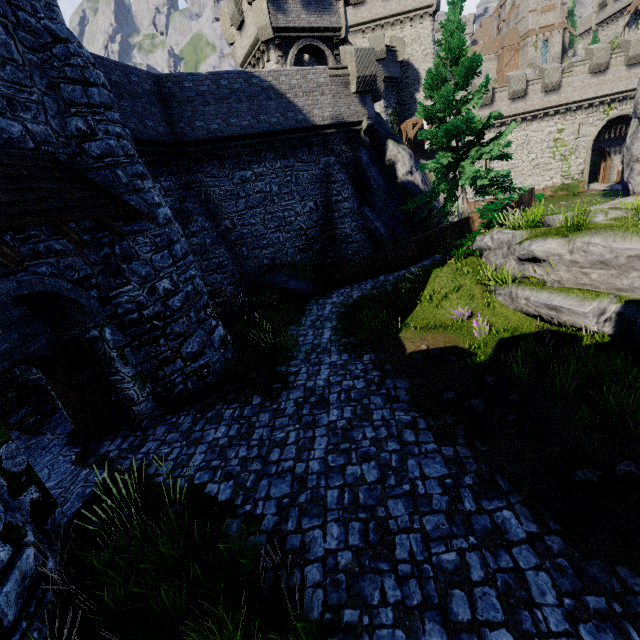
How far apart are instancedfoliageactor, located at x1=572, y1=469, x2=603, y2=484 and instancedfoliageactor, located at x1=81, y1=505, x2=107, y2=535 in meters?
7.2 m

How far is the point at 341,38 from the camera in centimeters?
2036cm

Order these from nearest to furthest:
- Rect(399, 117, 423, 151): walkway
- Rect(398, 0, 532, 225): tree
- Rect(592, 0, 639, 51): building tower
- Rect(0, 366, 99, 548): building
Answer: Rect(0, 366, 99, 548): building → Rect(398, 0, 532, 225): tree → Rect(399, 117, 423, 151): walkway → Rect(592, 0, 639, 51): building tower

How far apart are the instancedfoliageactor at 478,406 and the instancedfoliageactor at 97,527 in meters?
6.5 m

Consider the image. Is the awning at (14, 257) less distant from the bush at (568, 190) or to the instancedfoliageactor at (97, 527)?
the instancedfoliageactor at (97, 527)

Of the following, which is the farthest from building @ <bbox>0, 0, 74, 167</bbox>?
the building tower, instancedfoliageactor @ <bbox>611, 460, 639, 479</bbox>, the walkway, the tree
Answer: the building tower

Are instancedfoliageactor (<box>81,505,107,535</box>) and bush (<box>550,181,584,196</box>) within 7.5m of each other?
no

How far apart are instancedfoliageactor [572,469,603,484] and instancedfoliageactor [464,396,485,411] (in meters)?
1.84
